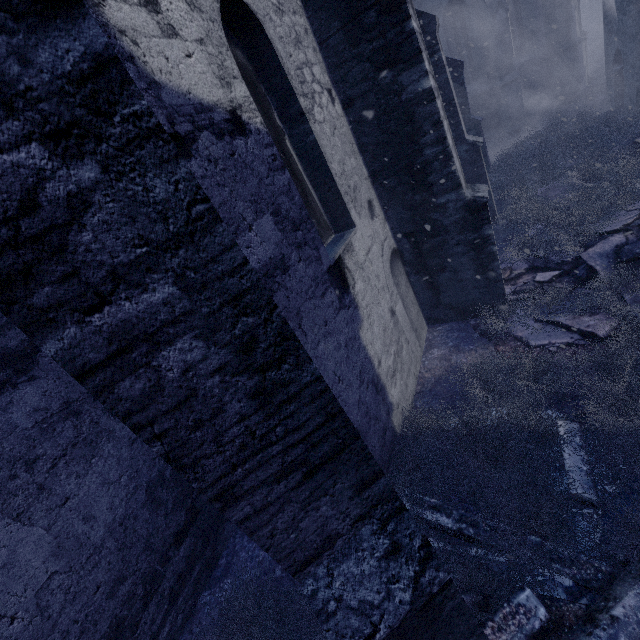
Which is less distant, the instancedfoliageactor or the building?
the building

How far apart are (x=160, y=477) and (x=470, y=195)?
5.9m

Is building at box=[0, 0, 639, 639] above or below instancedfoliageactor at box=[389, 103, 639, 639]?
above

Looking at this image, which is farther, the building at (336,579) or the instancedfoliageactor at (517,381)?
the instancedfoliageactor at (517,381)

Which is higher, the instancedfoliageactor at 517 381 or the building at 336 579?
the building at 336 579
